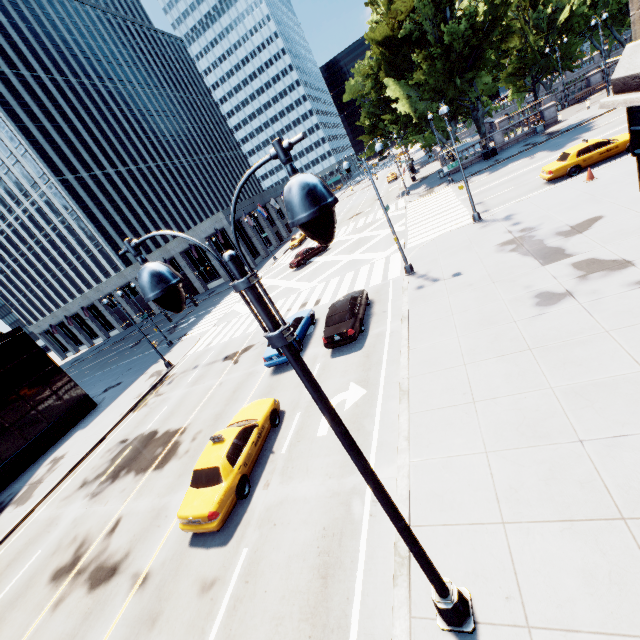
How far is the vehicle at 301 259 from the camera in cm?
3550

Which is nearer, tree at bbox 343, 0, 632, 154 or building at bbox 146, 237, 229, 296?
tree at bbox 343, 0, 632, 154

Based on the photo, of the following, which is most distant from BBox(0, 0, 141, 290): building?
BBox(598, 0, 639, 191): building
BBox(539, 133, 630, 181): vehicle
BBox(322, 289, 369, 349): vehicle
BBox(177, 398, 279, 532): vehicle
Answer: BBox(598, 0, 639, 191): building

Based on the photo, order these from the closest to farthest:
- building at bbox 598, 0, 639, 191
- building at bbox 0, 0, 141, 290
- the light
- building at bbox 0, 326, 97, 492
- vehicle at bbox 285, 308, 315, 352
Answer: the light, building at bbox 598, 0, 639, 191, vehicle at bbox 285, 308, 315, 352, building at bbox 0, 326, 97, 492, building at bbox 0, 0, 141, 290

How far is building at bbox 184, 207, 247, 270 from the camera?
49.0m

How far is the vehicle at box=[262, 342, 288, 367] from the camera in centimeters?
1652cm

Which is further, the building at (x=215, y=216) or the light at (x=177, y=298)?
the building at (x=215, y=216)

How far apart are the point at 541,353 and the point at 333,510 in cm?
740
